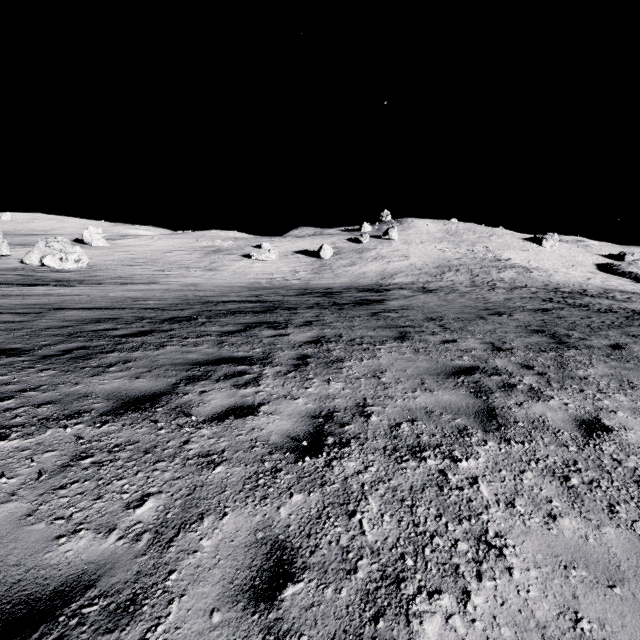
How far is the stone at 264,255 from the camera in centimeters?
4312cm

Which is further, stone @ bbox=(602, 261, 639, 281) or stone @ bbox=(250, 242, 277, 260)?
stone @ bbox=(602, 261, 639, 281)

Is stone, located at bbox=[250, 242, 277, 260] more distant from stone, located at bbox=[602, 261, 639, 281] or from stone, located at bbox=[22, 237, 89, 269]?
stone, located at bbox=[602, 261, 639, 281]

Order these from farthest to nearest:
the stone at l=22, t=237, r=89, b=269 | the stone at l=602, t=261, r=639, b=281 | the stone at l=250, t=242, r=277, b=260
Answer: the stone at l=602, t=261, r=639, b=281, the stone at l=250, t=242, r=277, b=260, the stone at l=22, t=237, r=89, b=269

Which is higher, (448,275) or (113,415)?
(113,415)

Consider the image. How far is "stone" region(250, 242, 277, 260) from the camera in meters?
43.1 m

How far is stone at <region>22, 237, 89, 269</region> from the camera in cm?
2912

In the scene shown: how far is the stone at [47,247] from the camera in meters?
29.1
